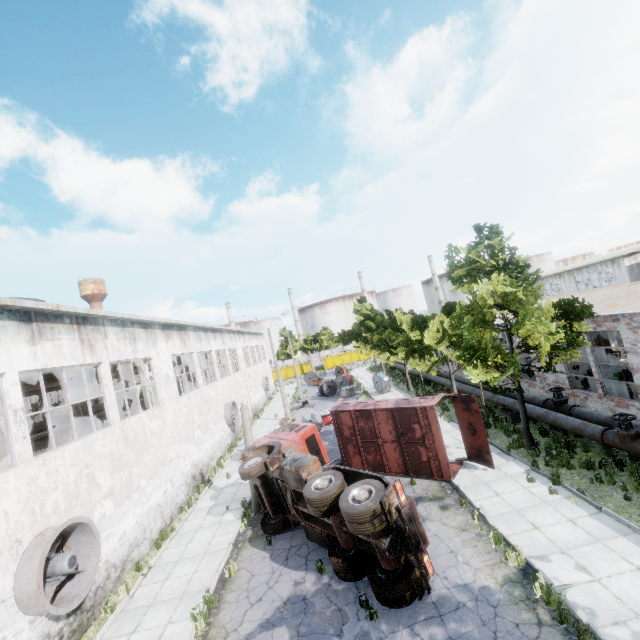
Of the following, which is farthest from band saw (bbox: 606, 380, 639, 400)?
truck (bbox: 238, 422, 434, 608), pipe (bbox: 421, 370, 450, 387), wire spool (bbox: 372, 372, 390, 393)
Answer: wire spool (bbox: 372, 372, 390, 393)

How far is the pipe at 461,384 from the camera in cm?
2066

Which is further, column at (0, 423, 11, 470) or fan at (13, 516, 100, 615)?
column at (0, 423, 11, 470)

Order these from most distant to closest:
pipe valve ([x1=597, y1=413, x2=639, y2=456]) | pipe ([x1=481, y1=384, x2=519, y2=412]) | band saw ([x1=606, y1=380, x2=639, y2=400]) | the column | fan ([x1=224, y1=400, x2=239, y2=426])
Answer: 1. fan ([x1=224, y1=400, x2=239, y2=426])
2. pipe ([x1=481, y1=384, x2=519, y2=412])
3. band saw ([x1=606, y1=380, x2=639, y2=400])
4. the column
5. pipe valve ([x1=597, y1=413, x2=639, y2=456])

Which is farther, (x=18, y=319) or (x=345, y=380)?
(x=345, y=380)

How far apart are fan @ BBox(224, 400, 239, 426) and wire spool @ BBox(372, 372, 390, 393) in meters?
13.5 m

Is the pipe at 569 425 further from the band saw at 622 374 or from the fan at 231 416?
the fan at 231 416

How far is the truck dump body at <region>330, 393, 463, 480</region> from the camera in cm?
1325
